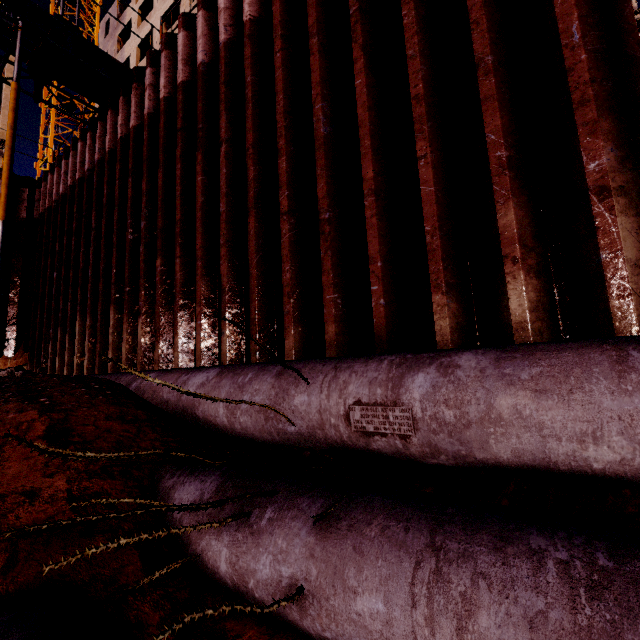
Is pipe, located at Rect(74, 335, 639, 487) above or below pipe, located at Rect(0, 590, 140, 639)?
above

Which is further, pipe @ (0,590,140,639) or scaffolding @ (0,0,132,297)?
scaffolding @ (0,0,132,297)

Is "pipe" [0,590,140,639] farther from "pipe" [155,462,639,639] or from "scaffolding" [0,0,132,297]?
"scaffolding" [0,0,132,297]

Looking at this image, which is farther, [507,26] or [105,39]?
[105,39]

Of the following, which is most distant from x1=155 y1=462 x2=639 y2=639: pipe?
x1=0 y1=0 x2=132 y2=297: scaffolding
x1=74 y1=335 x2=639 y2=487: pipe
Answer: x1=0 y1=0 x2=132 y2=297: scaffolding

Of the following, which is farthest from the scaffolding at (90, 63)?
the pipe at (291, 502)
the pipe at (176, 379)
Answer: the pipe at (291, 502)

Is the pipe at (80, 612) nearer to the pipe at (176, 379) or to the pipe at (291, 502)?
the pipe at (291, 502)
